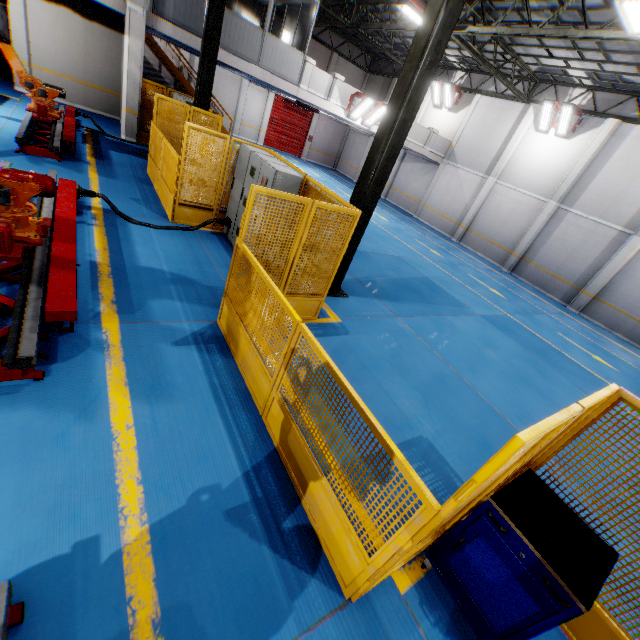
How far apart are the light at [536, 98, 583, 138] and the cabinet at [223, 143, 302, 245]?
16.30m

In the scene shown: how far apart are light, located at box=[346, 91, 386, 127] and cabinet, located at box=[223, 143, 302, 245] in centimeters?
1085cm

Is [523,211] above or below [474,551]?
above

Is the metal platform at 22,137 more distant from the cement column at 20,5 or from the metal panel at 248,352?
the cement column at 20,5

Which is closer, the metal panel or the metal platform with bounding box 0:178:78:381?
the metal panel

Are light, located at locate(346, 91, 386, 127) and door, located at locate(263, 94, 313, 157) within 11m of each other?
no

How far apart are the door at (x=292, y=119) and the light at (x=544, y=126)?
18.3m

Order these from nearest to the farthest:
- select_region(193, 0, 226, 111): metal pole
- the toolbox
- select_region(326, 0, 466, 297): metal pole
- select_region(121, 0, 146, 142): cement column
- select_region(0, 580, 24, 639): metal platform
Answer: select_region(0, 580, 24, 639): metal platform
the toolbox
select_region(326, 0, 466, 297): metal pole
select_region(193, 0, 226, 111): metal pole
select_region(121, 0, 146, 142): cement column
